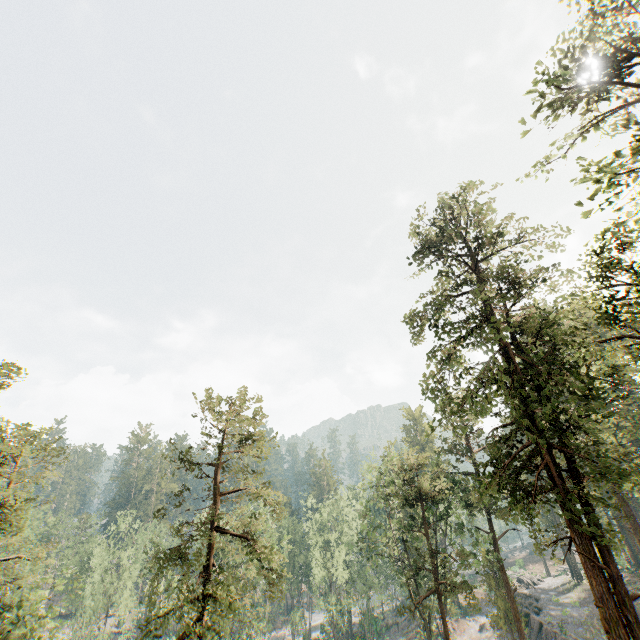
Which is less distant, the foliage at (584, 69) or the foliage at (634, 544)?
the foliage at (584, 69)

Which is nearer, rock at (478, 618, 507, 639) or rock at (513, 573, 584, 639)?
rock at (513, 573, 584, 639)

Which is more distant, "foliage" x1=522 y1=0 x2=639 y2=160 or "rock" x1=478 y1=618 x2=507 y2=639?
"rock" x1=478 y1=618 x2=507 y2=639

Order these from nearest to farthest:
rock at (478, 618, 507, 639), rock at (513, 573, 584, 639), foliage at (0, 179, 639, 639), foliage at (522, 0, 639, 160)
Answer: foliage at (522, 0, 639, 160)
foliage at (0, 179, 639, 639)
rock at (513, 573, 584, 639)
rock at (478, 618, 507, 639)

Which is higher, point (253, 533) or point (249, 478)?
point (249, 478)

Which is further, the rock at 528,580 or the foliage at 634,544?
the rock at 528,580
